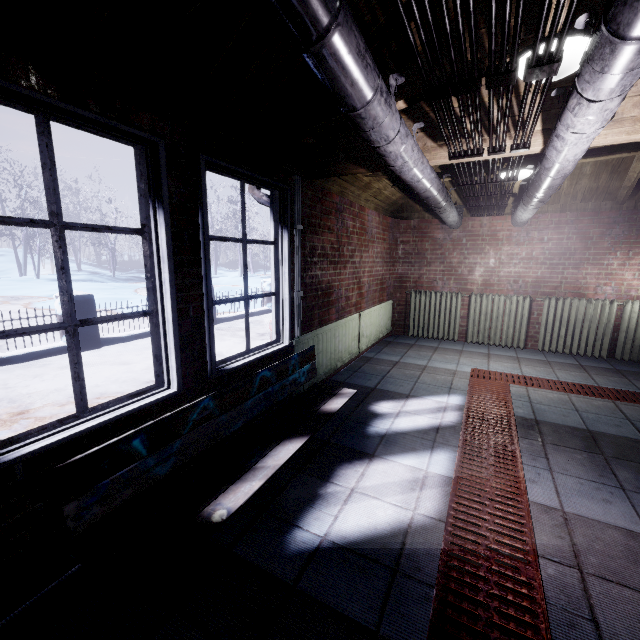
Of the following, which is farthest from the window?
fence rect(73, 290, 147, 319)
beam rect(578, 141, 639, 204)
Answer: fence rect(73, 290, 147, 319)

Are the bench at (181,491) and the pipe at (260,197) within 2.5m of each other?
yes

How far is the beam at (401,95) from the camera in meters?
1.8

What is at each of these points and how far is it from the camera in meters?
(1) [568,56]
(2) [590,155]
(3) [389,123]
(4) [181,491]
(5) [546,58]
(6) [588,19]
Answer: (1) light, 1.4 m
(2) beam, 3.1 m
(3) pipe, 1.4 m
(4) bench, 1.5 m
(5) wire, 1.1 m
(6) pipe, 1.1 m

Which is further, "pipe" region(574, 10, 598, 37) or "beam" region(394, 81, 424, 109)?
"beam" region(394, 81, 424, 109)

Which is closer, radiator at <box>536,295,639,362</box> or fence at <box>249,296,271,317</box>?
radiator at <box>536,295,639,362</box>

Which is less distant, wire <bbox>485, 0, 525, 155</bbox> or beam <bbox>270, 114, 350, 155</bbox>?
wire <bbox>485, 0, 525, 155</bbox>

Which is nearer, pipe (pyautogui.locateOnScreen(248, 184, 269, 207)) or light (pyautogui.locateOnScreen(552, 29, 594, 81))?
light (pyautogui.locateOnScreen(552, 29, 594, 81))
